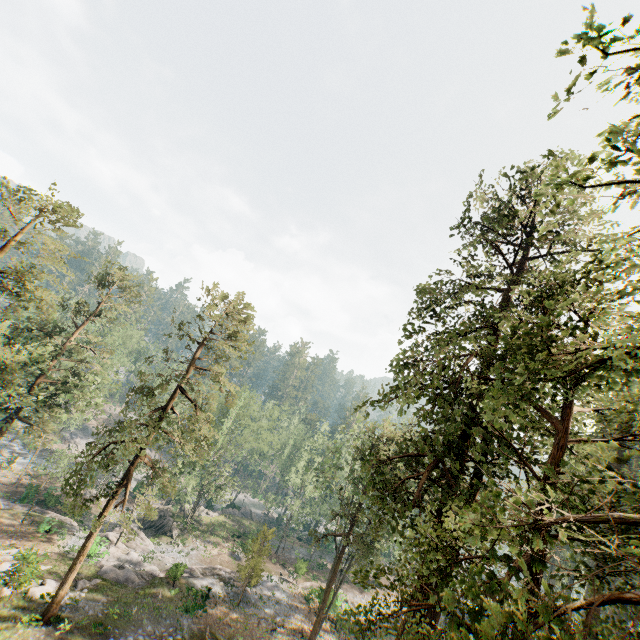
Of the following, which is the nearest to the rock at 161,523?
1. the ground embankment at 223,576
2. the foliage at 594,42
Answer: the foliage at 594,42

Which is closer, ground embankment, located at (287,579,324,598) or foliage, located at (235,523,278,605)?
foliage, located at (235,523,278,605)

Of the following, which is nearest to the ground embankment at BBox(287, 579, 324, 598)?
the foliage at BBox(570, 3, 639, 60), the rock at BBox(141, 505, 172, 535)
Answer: the foliage at BBox(570, 3, 639, 60)

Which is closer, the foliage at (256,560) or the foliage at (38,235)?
the foliage at (38,235)

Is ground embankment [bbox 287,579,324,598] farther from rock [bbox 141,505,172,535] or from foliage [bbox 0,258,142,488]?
rock [bbox 141,505,172,535]

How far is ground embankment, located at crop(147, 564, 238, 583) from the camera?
27.6 meters

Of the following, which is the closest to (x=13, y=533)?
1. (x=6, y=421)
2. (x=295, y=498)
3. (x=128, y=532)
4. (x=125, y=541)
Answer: (x=125, y=541)

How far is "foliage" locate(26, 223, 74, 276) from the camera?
19.0 meters
